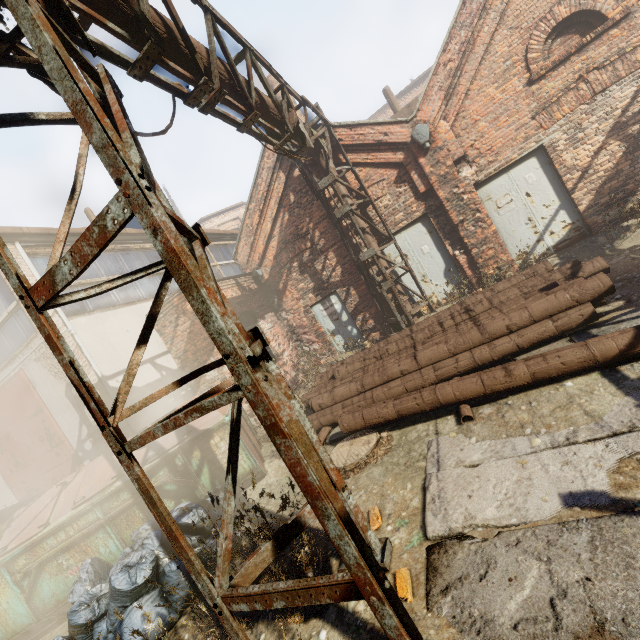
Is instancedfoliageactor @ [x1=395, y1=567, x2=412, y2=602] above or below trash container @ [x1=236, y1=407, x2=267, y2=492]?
below

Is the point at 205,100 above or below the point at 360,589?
above

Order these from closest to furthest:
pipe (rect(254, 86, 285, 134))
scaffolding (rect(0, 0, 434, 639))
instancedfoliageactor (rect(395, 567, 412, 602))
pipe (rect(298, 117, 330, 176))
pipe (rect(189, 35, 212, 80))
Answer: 1. scaffolding (rect(0, 0, 434, 639))
2. instancedfoliageactor (rect(395, 567, 412, 602))
3. pipe (rect(189, 35, 212, 80))
4. pipe (rect(254, 86, 285, 134))
5. pipe (rect(298, 117, 330, 176))

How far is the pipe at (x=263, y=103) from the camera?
5.79m

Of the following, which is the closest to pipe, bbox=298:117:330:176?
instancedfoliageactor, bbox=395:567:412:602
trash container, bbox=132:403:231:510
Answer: trash container, bbox=132:403:231:510

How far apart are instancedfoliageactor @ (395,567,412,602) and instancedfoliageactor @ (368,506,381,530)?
0.7m

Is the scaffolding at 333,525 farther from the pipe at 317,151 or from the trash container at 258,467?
the trash container at 258,467

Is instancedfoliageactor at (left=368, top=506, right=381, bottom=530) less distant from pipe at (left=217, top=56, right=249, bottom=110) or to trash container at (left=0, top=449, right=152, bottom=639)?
trash container at (left=0, top=449, right=152, bottom=639)
